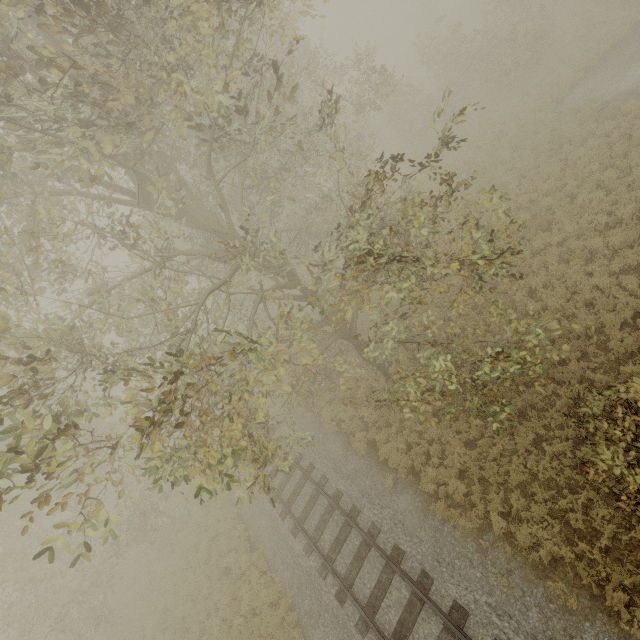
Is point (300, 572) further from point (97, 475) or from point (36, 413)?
point (36, 413)
